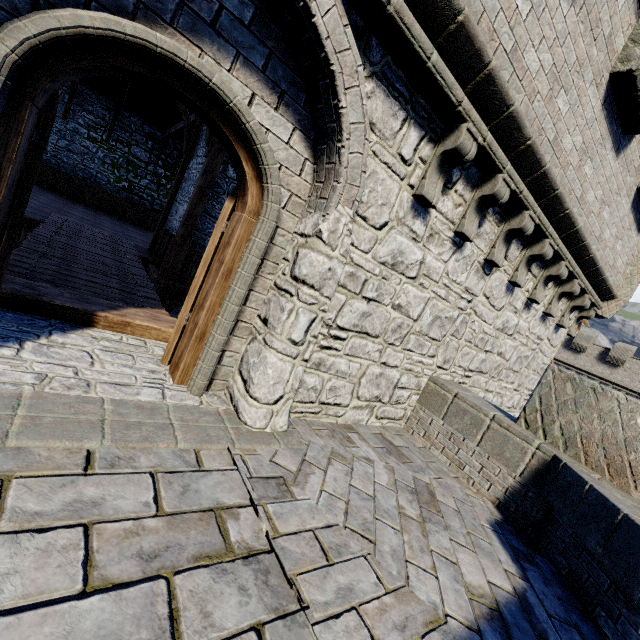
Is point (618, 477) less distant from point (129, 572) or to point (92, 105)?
point (129, 572)

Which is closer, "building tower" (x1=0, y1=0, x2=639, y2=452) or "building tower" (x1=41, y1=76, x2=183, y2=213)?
"building tower" (x1=0, y1=0, x2=639, y2=452)

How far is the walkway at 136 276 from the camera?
4.42m

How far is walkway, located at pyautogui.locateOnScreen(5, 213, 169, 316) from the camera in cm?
442

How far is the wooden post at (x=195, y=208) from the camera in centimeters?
792cm

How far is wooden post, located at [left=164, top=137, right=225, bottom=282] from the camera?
7.9 meters

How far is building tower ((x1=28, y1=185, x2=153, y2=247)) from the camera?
10.7m

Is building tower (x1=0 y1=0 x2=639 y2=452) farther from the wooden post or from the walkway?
the wooden post
